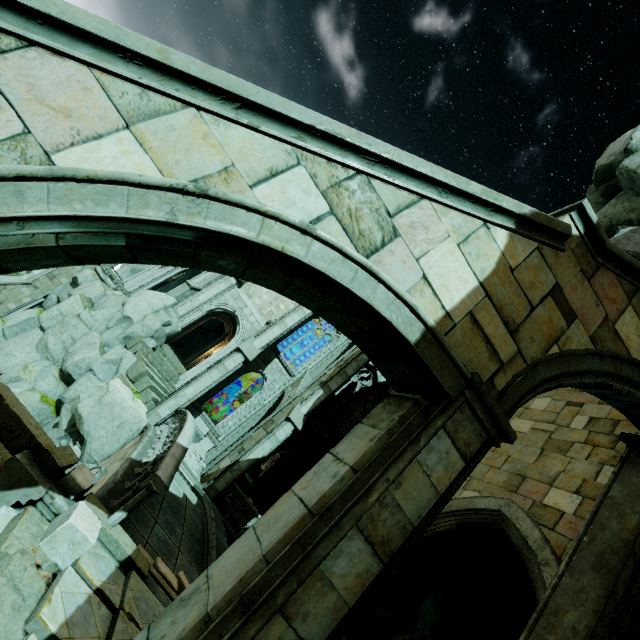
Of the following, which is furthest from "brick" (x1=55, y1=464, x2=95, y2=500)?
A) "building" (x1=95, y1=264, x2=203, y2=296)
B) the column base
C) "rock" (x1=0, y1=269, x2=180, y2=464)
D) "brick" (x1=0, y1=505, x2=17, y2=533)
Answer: "building" (x1=95, y1=264, x2=203, y2=296)

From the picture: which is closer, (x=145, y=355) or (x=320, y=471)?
(x=320, y=471)

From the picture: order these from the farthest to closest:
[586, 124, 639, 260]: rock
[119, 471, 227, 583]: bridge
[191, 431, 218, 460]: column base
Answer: [191, 431, 218, 460]: column base < [586, 124, 639, 260]: rock < [119, 471, 227, 583]: bridge

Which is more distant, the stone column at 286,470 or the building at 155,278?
the building at 155,278

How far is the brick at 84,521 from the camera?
4.5 meters

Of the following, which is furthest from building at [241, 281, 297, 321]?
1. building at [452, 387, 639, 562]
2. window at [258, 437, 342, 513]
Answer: building at [452, 387, 639, 562]

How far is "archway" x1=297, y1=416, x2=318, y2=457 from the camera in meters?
22.0

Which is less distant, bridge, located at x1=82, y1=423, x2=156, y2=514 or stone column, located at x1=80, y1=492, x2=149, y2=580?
stone column, located at x1=80, y1=492, x2=149, y2=580
